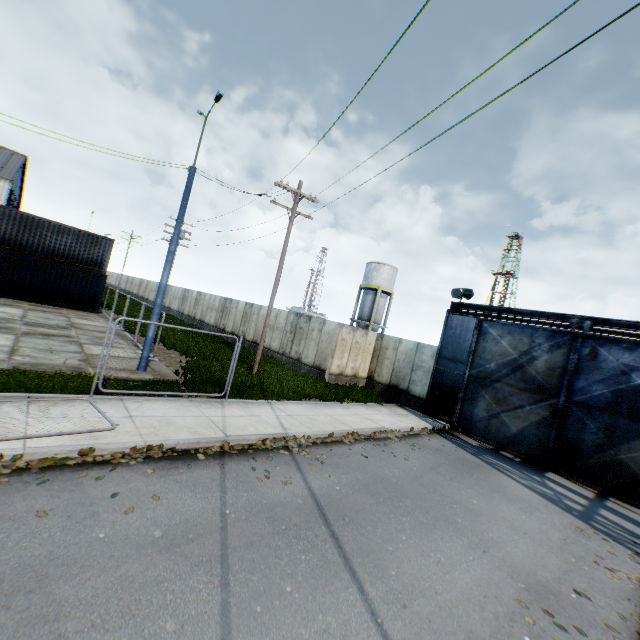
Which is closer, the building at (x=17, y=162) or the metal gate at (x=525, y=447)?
the metal gate at (x=525, y=447)

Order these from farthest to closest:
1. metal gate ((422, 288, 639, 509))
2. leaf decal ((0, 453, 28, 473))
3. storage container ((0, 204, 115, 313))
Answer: storage container ((0, 204, 115, 313)), metal gate ((422, 288, 639, 509)), leaf decal ((0, 453, 28, 473))

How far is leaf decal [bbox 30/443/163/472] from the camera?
5.43m

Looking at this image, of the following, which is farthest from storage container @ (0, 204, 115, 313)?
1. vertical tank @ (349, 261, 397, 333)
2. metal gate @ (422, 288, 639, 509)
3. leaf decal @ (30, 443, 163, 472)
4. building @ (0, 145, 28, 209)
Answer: vertical tank @ (349, 261, 397, 333)

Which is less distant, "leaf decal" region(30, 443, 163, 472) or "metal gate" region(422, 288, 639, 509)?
"leaf decal" region(30, 443, 163, 472)

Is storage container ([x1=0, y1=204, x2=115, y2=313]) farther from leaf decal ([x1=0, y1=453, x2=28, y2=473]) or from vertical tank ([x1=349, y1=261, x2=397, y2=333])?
vertical tank ([x1=349, y1=261, x2=397, y2=333])

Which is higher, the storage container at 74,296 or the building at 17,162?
the building at 17,162

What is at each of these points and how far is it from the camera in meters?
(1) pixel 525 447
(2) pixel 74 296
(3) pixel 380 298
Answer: (1) metal gate, 13.4 m
(2) storage container, 23.1 m
(3) vertical tank, 40.0 m
